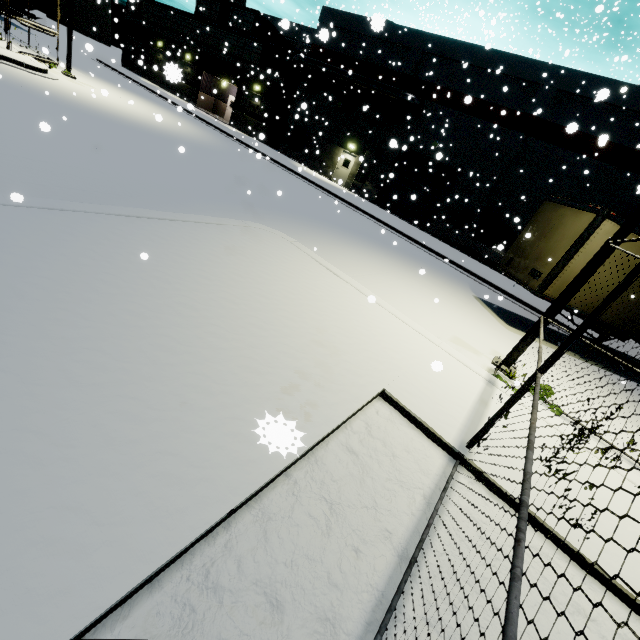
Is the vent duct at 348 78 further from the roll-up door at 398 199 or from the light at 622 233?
the light at 622 233

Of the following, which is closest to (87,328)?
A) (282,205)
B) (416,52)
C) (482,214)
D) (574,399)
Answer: (574,399)

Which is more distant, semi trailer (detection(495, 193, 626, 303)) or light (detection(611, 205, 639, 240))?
semi trailer (detection(495, 193, 626, 303))

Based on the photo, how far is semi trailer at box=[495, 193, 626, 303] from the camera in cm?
905

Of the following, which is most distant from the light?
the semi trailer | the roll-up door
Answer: the roll-up door

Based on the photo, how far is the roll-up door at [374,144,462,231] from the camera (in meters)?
22.66

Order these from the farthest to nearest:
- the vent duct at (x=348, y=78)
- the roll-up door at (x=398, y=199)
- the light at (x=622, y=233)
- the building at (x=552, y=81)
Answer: the roll-up door at (x=398, y=199), the vent duct at (x=348, y=78), the building at (x=552, y=81), the light at (x=622, y=233)

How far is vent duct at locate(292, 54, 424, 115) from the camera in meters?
22.0
